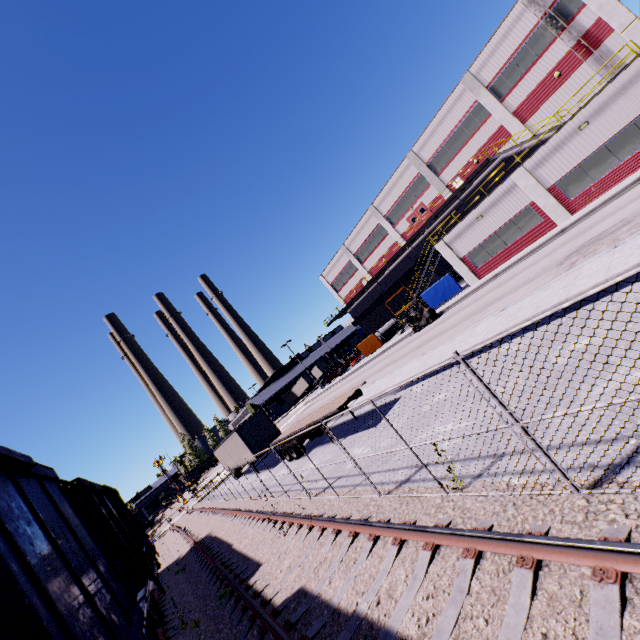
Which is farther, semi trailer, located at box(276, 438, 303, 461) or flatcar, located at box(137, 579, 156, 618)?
semi trailer, located at box(276, 438, 303, 461)

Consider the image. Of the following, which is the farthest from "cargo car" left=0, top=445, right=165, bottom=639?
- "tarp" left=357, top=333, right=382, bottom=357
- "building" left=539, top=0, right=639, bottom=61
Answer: "tarp" left=357, top=333, right=382, bottom=357

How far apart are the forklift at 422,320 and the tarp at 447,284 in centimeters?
328cm

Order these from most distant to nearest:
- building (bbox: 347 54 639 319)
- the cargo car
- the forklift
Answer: the forklift, building (bbox: 347 54 639 319), the cargo car

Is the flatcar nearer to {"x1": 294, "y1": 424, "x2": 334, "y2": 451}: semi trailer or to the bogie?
the bogie

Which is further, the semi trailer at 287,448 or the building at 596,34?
the building at 596,34

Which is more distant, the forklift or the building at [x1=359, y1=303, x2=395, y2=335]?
the building at [x1=359, y1=303, x2=395, y2=335]

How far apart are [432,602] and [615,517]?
2.2m
